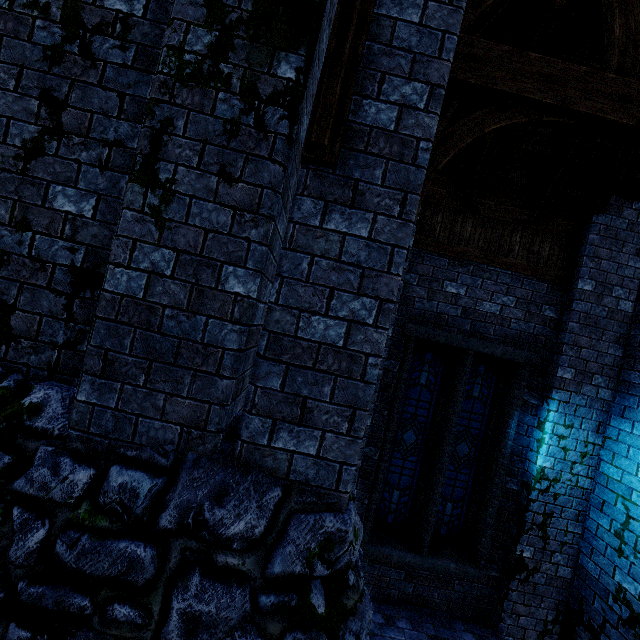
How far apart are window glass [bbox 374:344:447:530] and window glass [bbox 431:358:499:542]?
0.2m

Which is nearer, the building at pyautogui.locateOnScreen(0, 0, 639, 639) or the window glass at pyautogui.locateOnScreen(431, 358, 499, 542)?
the building at pyautogui.locateOnScreen(0, 0, 639, 639)

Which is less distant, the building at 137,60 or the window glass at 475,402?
the building at 137,60

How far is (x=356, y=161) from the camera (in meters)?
2.14

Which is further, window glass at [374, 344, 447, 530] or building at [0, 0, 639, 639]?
window glass at [374, 344, 447, 530]

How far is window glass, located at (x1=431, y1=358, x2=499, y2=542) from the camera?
5.8m

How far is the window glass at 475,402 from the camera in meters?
5.8 m

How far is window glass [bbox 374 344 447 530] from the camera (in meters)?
5.79
